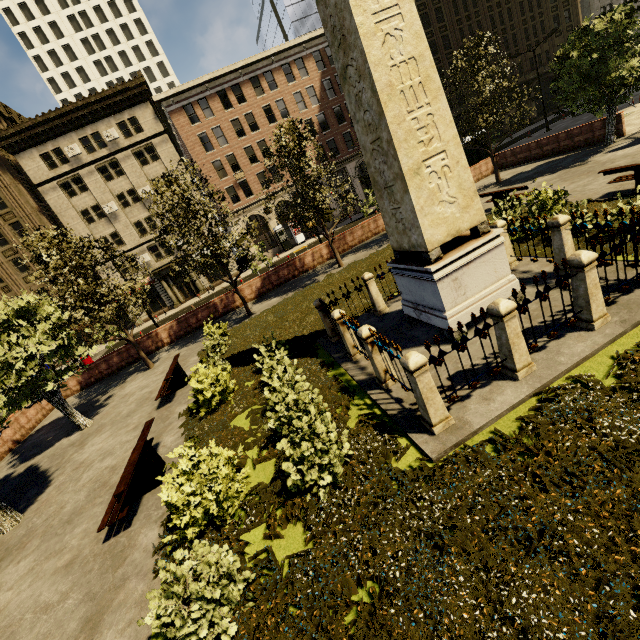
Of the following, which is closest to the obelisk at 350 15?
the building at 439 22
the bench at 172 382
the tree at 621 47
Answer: the tree at 621 47

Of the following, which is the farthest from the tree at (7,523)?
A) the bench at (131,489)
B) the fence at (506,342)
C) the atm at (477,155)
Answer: the bench at (131,489)

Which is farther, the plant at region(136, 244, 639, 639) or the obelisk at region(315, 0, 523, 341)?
the obelisk at region(315, 0, 523, 341)

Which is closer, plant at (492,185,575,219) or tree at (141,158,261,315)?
plant at (492,185,575,219)

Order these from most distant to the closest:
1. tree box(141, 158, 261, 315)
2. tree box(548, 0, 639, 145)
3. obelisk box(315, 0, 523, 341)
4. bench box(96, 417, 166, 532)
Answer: tree box(141, 158, 261, 315), tree box(548, 0, 639, 145), bench box(96, 417, 166, 532), obelisk box(315, 0, 523, 341)

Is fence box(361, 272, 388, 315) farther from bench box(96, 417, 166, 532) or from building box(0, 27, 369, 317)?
building box(0, 27, 369, 317)

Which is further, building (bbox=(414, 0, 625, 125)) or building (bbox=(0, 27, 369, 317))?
building (bbox=(414, 0, 625, 125))

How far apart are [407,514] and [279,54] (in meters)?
45.39
